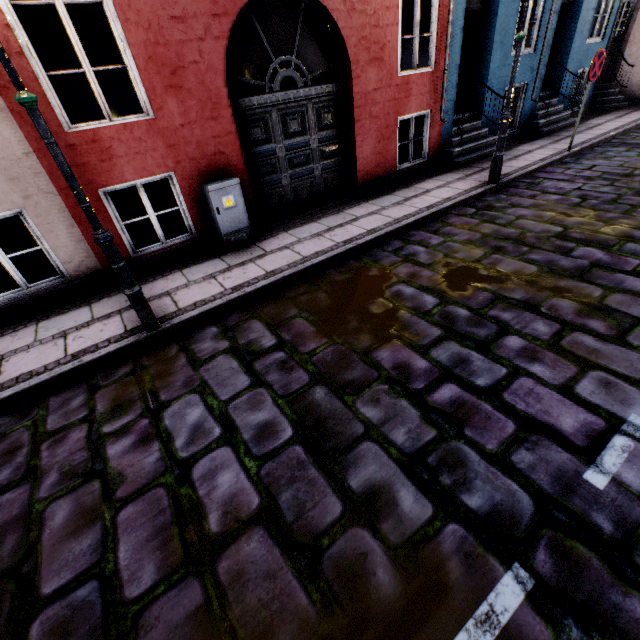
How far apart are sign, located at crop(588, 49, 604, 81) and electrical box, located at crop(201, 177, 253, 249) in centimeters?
785cm

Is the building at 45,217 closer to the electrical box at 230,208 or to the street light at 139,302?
the electrical box at 230,208

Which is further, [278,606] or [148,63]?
[148,63]

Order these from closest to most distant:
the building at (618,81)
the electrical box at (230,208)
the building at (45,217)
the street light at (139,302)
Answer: the street light at (139,302) → the building at (45,217) → the electrical box at (230,208) → the building at (618,81)

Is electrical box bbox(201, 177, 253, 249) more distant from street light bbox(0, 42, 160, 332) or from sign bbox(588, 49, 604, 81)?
sign bbox(588, 49, 604, 81)

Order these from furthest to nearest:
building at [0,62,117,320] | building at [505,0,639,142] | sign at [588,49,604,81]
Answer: building at [505,0,639,142]
sign at [588,49,604,81]
building at [0,62,117,320]

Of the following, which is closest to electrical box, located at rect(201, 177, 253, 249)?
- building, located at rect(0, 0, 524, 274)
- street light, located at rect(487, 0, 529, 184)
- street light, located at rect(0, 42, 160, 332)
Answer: building, located at rect(0, 0, 524, 274)

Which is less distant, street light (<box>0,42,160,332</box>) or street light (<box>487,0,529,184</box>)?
street light (<box>0,42,160,332</box>)
